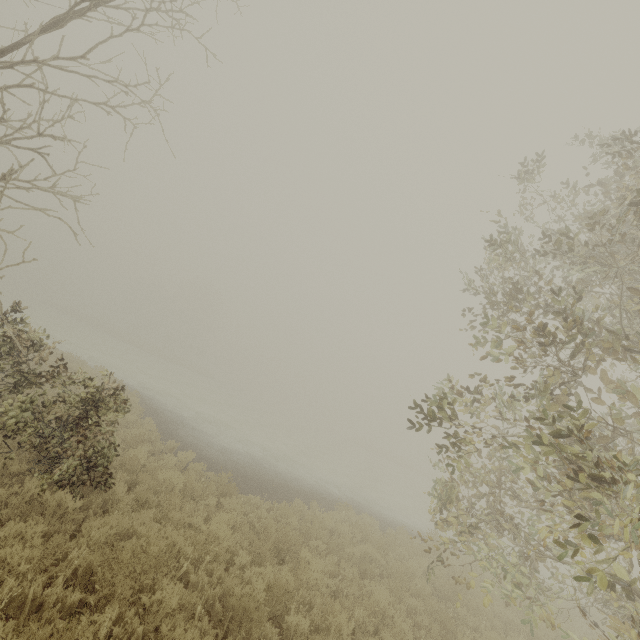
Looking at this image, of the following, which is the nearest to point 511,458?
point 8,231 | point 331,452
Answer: point 8,231
